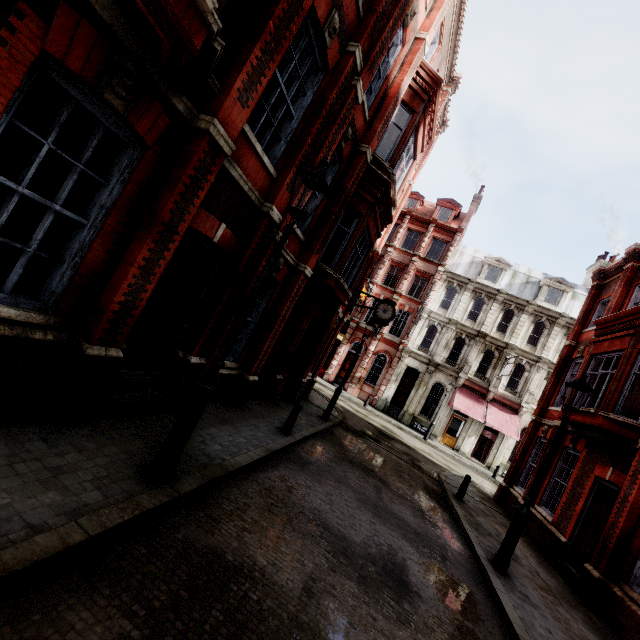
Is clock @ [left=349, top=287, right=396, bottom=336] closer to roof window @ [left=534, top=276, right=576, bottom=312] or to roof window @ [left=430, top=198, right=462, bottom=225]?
roof window @ [left=430, top=198, right=462, bottom=225]

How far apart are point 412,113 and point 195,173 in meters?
9.4 m

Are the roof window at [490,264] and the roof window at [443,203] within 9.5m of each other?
yes

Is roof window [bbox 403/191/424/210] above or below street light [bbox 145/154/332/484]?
above

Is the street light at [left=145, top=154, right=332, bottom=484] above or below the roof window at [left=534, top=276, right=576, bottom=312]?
below

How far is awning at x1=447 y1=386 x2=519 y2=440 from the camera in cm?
2394

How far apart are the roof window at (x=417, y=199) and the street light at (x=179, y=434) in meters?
32.1

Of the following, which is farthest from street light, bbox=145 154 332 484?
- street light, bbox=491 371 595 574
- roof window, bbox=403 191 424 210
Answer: roof window, bbox=403 191 424 210
